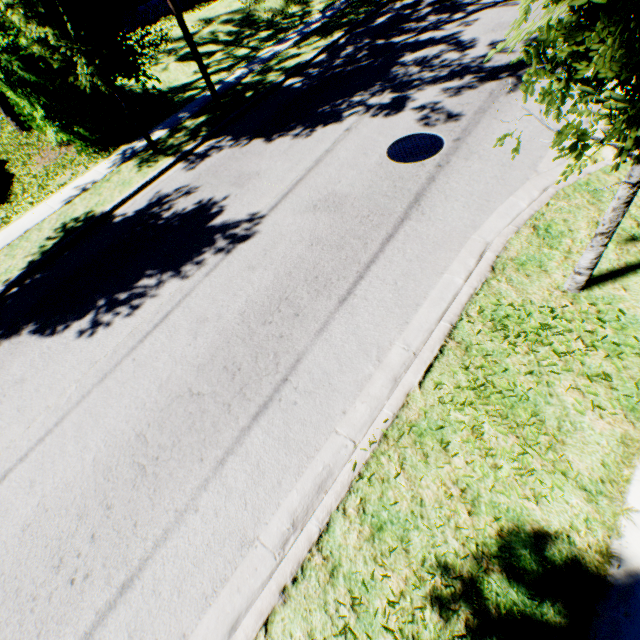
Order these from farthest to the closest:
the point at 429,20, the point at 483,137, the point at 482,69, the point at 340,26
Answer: the point at 340,26, the point at 429,20, the point at 482,69, the point at 483,137

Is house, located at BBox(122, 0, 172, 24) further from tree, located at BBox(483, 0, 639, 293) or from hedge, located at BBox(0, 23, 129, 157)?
tree, located at BBox(483, 0, 639, 293)

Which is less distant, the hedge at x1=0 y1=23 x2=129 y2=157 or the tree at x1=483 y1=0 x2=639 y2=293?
the tree at x1=483 y1=0 x2=639 y2=293

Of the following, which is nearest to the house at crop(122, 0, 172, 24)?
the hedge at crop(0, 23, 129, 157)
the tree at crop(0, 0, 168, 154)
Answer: the hedge at crop(0, 23, 129, 157)

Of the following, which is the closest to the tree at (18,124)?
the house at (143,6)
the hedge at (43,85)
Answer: the hedge at (43,85)
